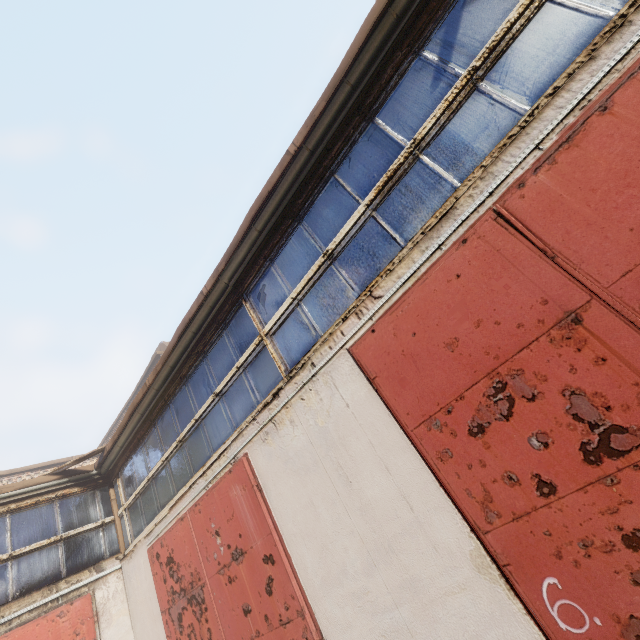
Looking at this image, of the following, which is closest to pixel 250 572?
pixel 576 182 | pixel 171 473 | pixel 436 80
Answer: pixel 171 473
